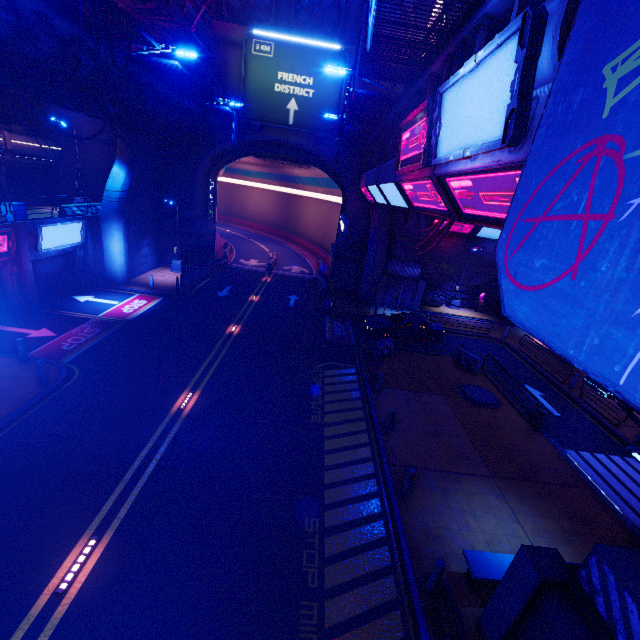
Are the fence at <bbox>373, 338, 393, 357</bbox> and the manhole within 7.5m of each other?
yes

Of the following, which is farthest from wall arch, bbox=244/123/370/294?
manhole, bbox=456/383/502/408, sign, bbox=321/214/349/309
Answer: manhole, bbox=456/383/502/408

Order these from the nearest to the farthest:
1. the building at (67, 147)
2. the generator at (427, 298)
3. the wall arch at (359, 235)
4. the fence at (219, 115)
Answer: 1. the fence at (219, 115)
2. the building at (67, 147)
3. the wall arch at (359, 235)
4. the generator at (427, 298)

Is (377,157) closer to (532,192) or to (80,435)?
(532,192)

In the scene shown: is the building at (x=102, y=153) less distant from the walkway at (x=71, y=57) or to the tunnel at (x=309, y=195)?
the walkway at (x=71, y=57)

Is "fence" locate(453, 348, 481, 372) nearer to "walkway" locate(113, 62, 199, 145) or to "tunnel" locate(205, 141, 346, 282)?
"tunnel" locate(205, 141, 346, 282)

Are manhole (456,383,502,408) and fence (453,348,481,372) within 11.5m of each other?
yes

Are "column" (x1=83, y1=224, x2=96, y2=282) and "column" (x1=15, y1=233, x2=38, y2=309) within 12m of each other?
yes
